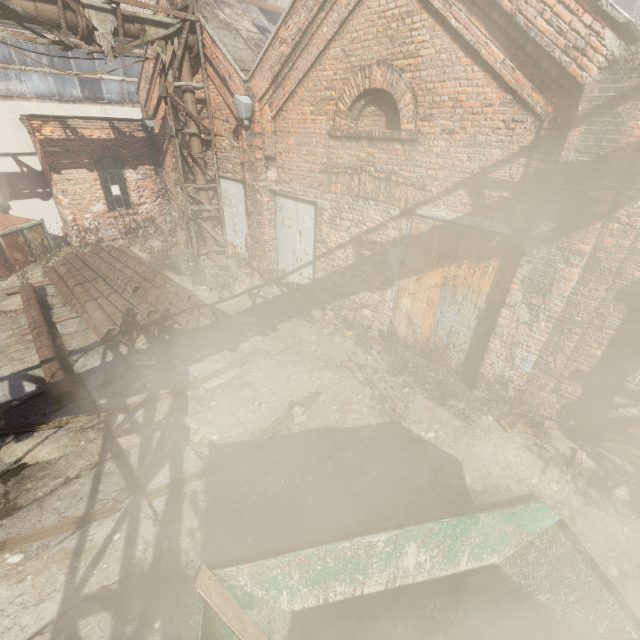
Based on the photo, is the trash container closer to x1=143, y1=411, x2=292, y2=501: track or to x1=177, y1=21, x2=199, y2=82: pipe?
x1=143, y1=411, x2=292, y2=501: track

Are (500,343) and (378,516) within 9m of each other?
yes

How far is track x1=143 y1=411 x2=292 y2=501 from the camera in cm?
434

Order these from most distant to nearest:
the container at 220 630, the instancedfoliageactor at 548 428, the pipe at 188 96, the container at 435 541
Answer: the pipe at 188 96 → the instancedfoliageactor at 548 428 → the container at 435 541 → the container at 220 630

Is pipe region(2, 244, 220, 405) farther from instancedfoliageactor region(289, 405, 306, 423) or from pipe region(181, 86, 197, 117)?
instancedfoliageactor region(289, 405, 306, 423)

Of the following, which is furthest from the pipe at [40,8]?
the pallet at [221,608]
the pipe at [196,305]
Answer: the pallet at [221,608]

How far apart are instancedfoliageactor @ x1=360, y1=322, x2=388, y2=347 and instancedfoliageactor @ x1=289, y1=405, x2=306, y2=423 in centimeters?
186cm

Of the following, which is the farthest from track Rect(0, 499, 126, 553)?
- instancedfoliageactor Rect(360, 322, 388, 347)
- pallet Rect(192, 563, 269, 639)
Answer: instancedfoliageactor Rect(360, 322, 388, 347)
